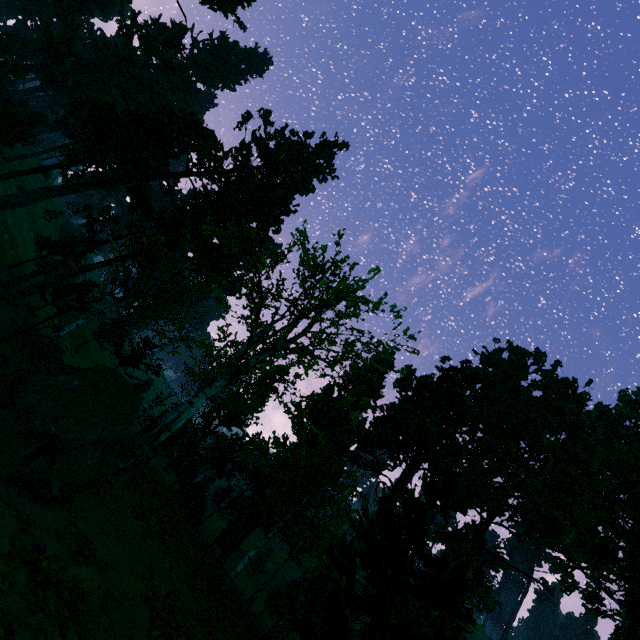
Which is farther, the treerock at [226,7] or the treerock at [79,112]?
the treerock at [226,7]

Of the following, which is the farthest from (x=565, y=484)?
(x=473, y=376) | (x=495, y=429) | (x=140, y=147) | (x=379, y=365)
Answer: (x=140, y=147)

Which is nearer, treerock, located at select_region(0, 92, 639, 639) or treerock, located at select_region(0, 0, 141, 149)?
treerock, located at select_region(0, 92, 639, 639)

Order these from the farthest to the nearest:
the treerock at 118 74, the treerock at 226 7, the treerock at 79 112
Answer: the treerock at 118 74, the treerock at 226 7, the treerock at 79 112

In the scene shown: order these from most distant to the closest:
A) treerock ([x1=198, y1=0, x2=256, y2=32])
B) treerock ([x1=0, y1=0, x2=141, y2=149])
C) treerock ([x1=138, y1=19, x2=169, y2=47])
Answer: treerock ([x1=138, y1=19, x2=169, y2=47])
treerock ([x1=0, y1=0, x2=141, y2=149])
treerock ([x1=198, y1=0, x2=256, y2=32])

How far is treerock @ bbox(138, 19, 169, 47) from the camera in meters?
57.7 m

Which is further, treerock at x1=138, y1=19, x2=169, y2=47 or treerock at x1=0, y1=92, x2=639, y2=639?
treerock at x1=138, y1=19, x2=169, y2=47
